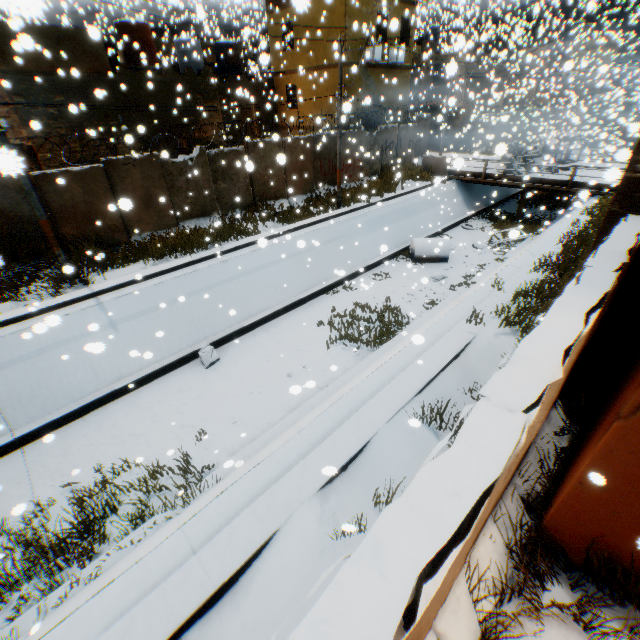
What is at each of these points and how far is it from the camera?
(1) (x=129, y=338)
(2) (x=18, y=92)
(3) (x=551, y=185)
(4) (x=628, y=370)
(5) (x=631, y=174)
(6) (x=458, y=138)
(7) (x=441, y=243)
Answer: (1) concrete channel, 10.21m
(2) building, 12.46m
(3) bridge, 19.33m
(4) building, 3.31m
(5) building, 3.66m
(6) building, 31.02m
(7) water tank, 11.49m

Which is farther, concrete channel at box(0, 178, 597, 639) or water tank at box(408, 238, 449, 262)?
water tank at box(408, 238, 449, 262)

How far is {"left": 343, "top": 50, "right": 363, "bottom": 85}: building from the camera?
18.4m

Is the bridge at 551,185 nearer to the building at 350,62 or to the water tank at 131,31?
the building at 350,62

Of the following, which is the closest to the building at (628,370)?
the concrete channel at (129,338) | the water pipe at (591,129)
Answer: the concrete channel at (129,338)

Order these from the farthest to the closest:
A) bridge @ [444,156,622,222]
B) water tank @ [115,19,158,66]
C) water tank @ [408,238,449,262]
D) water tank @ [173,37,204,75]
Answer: water tank @ [173,37,204,75], bridge @ [444,156,622,222], water tank @ [408,238,449,262], water tank @ [115,19,158,66]

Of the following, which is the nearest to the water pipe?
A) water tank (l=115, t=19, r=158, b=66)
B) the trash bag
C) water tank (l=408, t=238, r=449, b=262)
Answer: water tank (l=408, t=238, r=449, b=262)

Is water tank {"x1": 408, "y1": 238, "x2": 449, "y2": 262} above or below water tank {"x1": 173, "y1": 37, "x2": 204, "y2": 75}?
below
